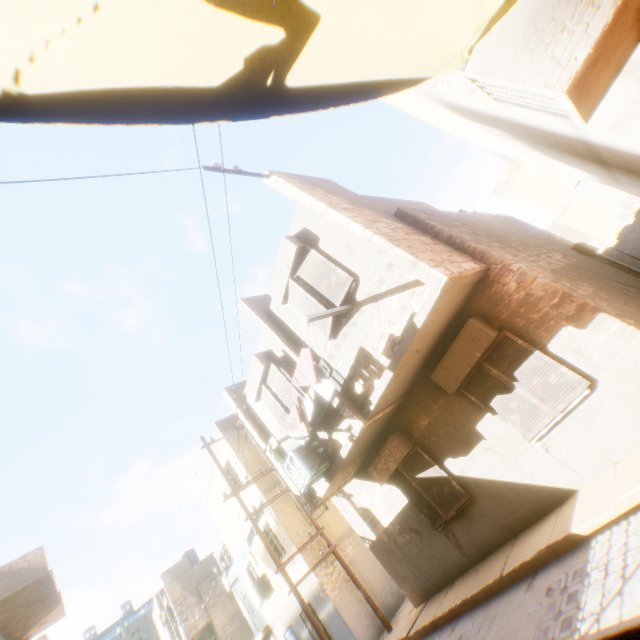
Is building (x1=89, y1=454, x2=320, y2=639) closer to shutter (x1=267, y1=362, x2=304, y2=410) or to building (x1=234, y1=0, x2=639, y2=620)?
building (x1=234, y1=0, x2=639, y2=620)

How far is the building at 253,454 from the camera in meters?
13.7

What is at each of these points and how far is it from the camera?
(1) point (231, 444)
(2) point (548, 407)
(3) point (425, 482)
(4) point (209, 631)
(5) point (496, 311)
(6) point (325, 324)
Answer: (1) building, 14.41m
(2) shutter, 5.82m
(3) shutter, 7.91m
(4) building, 24.45m
(5) building, 6.24m
(6) shutter, 7.07m

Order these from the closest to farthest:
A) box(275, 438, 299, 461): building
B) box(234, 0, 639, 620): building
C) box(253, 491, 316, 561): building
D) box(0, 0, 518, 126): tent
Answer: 1. box(0, 0, 518, 126): tent
2. box(234, 0, 639, 620): building
3. box(275, 438, 299, 461): building
4. box(253, 491, 316, 561): building

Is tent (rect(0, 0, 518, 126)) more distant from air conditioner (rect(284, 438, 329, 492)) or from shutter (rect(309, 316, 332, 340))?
air conditioner (rect(284, 438, 329, 492))

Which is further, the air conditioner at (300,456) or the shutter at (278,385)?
the shutter at (278,385)

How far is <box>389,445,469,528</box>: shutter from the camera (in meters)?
7.54

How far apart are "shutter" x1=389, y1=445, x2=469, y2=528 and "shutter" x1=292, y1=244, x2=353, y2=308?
3.6m
